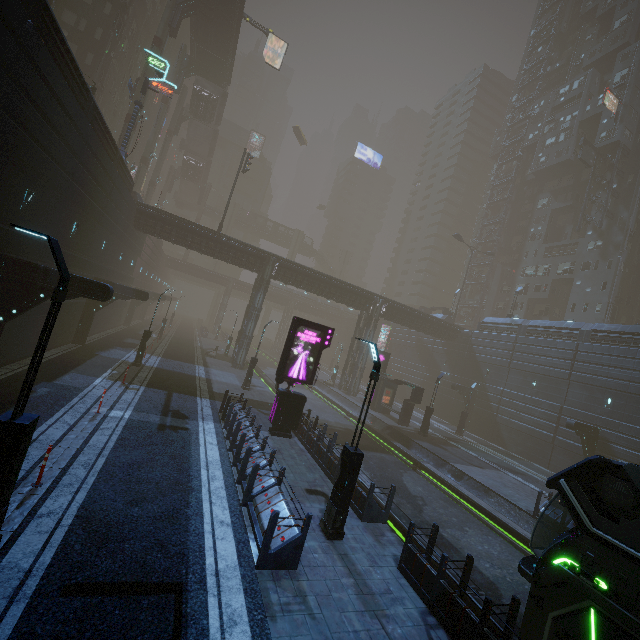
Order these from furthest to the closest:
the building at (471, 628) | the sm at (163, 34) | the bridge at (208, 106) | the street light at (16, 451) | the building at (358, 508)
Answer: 1. the bridge at (208, 106)
2. the sm at (163, 34)
3. the building at (358, 508)
4. the building at (471, 628)
5. the street light at (16, 451)

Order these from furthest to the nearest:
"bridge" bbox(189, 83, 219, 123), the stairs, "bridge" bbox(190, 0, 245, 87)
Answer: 1. the stairs
2. "bridge" bbox(189, 83, 219, 123)
3. "bridge" bbox(190, 0, 245, 87)

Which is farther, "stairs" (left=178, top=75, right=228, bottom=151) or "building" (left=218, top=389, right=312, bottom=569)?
"stairs" (left=178, top=75, right=228, bottom=151)

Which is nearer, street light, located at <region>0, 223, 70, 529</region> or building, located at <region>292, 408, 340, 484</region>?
street light, located at <region>0, 223, 70, 529</region>

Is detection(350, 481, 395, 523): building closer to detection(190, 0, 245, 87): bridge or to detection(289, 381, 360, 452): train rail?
detection(289, 381, 360, 452): train rail

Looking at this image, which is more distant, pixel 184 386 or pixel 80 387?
pixel 184 386

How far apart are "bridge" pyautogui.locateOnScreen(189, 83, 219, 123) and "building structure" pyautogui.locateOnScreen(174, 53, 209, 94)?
3.6 meters

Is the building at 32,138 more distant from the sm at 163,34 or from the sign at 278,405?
the sm at 163,34
